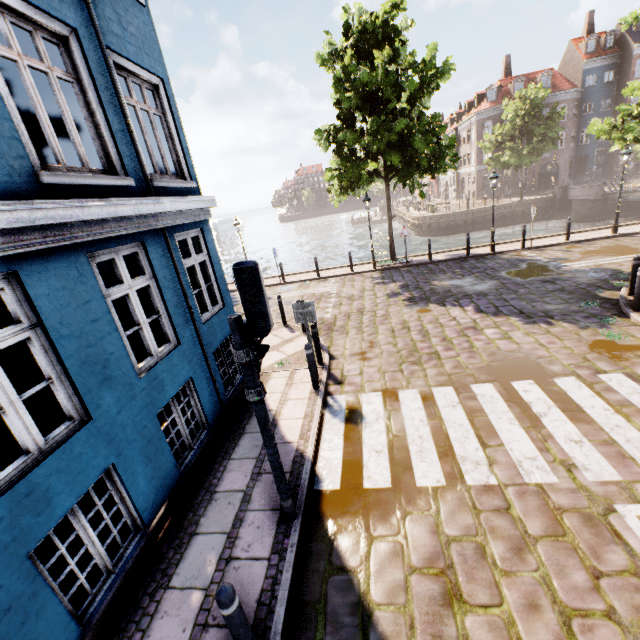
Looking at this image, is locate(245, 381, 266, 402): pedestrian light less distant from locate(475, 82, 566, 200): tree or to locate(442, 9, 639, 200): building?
locate(475, 82, 566, 200): tree

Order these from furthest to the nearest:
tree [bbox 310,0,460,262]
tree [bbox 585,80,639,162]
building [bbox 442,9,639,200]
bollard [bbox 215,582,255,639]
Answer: building [bbox 442,9,639,200] < tree [bbox 585,80,639,162] < tree [bbox 310,0,460,262] < bollard [bbox 215,582,255,639]

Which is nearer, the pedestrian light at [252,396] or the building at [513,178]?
the pedestrian light at [252,396]

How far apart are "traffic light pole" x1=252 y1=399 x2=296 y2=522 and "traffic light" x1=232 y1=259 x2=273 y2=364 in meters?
0.5

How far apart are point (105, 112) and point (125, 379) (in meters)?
3.75

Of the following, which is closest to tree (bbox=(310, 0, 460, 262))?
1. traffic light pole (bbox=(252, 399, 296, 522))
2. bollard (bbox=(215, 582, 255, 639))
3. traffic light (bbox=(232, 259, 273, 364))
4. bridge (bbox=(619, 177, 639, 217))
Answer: bridge (bbox=(619, 177, 639, 217))

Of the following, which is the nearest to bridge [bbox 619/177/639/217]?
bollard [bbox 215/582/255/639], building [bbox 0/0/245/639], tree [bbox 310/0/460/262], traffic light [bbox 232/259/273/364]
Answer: tree [bbox 310/0/460/262]

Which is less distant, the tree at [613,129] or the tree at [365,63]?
the tree at [365,63]
